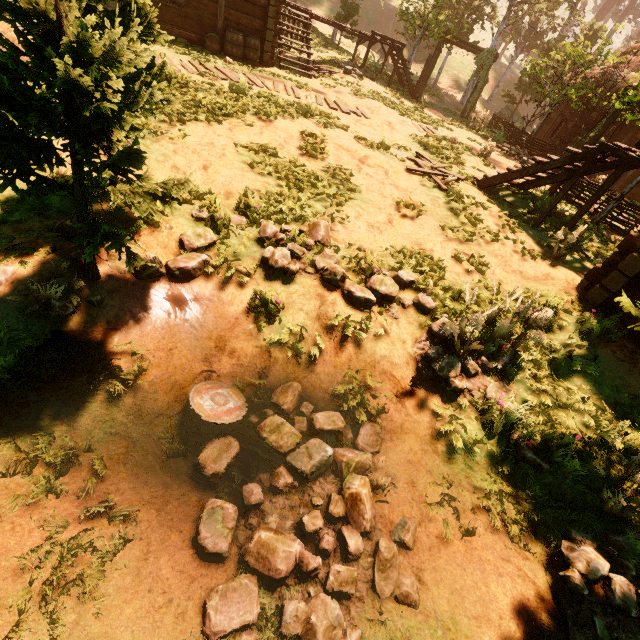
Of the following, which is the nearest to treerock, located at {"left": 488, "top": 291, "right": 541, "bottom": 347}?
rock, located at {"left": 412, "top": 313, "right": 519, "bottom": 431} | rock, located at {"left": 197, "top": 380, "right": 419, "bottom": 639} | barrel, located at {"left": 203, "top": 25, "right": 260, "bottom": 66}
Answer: rock, located at {"left": 412, "top": 313, "right": 519, "bottom": 431}

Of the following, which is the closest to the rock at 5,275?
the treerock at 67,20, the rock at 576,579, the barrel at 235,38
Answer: the treerock at 67,20

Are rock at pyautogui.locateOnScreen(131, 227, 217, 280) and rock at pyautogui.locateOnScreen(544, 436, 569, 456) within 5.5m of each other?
yes

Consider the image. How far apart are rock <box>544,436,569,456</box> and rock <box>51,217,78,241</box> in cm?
514

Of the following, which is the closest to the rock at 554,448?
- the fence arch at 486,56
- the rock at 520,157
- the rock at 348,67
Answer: the fence arch at 486,56

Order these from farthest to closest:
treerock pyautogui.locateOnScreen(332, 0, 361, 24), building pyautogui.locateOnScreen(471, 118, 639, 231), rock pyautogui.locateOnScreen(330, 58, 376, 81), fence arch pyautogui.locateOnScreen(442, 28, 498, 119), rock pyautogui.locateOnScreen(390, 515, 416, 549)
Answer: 1. treerock pyautogui.locateOnScreen(332, 0, 361, 24)
2. fence arch pyautogui.locateOnScreen(442, 28, 498, 119)
3. rock pyautogui.locateOnScreen(330, 58, 376, 81)
4. building pyautogui.locateOnScreen(471, 118, 639, 231)
5. rock pyautogui.locateOnScreen(390, 515, 416, 549)

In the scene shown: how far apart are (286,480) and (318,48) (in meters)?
25.61

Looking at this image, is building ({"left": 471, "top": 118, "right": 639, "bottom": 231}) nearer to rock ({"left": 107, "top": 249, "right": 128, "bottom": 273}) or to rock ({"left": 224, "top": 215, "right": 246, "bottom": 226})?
rock ({"left": 107, "top": 249, "right": 128, "bottom": 273})
